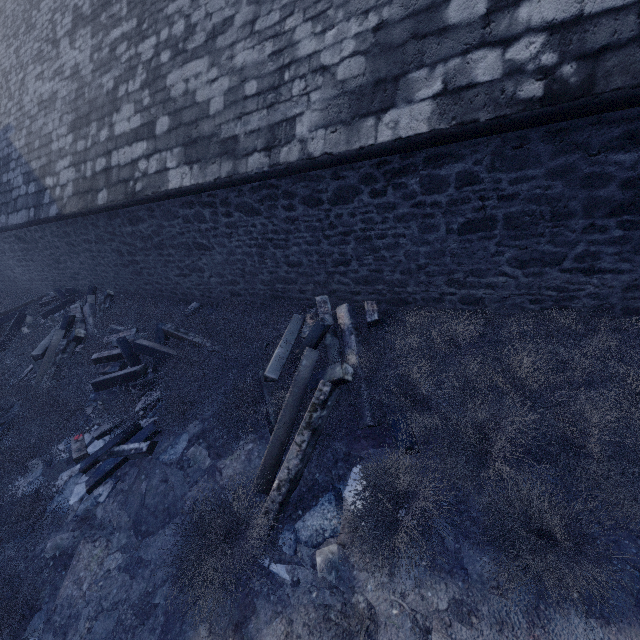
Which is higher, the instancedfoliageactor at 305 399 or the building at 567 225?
the building at 567 225

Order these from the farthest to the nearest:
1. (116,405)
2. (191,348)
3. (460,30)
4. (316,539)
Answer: (191,348), (116,405), (316,539), (460,30)

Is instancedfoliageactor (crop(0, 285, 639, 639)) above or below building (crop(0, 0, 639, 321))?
below
